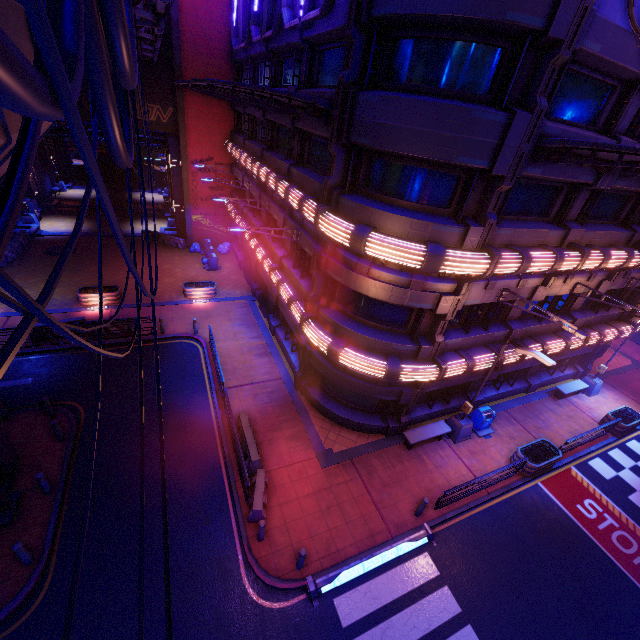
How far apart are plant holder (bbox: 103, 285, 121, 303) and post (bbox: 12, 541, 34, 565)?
14.73m

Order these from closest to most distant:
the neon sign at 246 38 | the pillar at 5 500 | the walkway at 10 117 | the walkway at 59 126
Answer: the walkway at 10 117
the walkway at 59 126
the pillar at 5 500
the neon sign at 246 38

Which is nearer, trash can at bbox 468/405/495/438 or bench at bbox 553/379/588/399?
trash can at bbox 468/405/495/438

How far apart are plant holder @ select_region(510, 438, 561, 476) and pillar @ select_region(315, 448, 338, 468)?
8.2 meters

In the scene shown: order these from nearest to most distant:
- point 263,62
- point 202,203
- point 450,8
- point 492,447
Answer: point 450,8 → point 492,447 → point 263,62 → point 202,203

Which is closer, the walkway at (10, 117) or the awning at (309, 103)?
the walkway at (10, 117)

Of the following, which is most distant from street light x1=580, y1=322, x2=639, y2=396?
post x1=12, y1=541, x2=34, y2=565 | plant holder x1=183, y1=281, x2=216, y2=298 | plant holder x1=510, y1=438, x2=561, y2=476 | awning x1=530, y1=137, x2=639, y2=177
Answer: post x1=12, y1=541, x2=34, y2=565

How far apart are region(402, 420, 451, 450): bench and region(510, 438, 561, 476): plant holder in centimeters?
293cm
